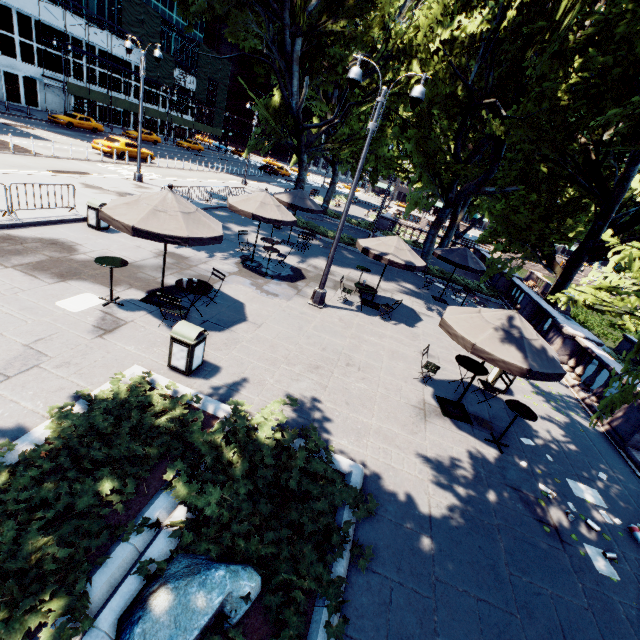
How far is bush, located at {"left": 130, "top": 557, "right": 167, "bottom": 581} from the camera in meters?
3.3

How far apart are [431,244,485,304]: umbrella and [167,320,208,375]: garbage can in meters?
12.6

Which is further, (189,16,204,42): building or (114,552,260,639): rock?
(189,16,204,42): building

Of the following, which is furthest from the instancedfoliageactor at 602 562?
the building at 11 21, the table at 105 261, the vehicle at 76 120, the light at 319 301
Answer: the building at 11 21

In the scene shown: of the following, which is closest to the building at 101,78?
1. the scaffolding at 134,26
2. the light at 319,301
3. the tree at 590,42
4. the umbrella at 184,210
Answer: the scaffolding at 134,26

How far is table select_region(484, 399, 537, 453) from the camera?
7.08m

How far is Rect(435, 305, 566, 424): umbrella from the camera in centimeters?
641cm

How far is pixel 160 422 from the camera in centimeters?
508cm
